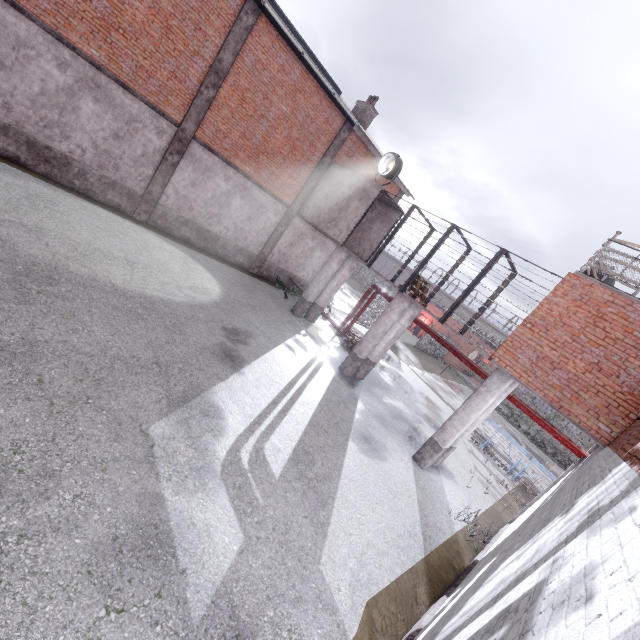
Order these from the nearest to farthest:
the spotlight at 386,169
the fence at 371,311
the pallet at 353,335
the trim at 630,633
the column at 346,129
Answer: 1. the trim at 630,633
2. the spotlight at 386,169
3. the column at 346,129
4. the pallet at 353,335
5. the fence at 371,311

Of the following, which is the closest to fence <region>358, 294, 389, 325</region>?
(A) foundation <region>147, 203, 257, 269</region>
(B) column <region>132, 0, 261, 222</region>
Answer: (A) foundation <region>147, 203, 257, 269</region>

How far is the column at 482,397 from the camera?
9.61m

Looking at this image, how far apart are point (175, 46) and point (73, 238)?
7.58m

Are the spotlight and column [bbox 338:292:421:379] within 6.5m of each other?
yes

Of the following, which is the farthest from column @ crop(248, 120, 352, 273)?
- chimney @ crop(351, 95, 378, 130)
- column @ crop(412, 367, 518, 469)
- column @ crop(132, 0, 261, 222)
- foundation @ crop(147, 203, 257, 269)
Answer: column @ crop(412, 367, 518, 469)

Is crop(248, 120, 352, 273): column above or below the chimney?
below

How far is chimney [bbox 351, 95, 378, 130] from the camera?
17.84m
